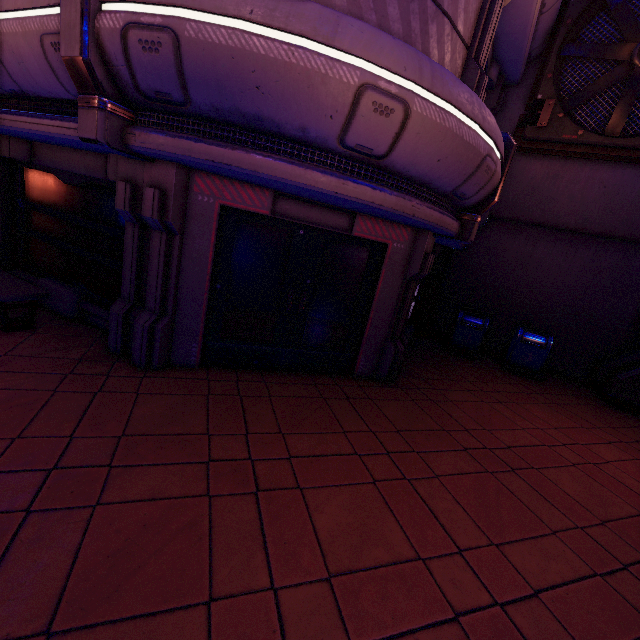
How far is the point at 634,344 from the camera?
9.2 meters

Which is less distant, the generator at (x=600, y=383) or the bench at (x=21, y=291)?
the bench at (x=21, y=291)

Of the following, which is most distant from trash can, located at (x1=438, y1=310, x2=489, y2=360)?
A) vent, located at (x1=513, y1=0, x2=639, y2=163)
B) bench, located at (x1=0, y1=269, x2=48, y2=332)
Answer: bench, located at (x1=0, y1=269, x2=48, y2=332)

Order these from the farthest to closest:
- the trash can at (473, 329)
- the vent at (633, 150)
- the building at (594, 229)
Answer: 1. the trash can at (473, 329)
2. the building at (594, 229)
3. the vent at (633, 150)

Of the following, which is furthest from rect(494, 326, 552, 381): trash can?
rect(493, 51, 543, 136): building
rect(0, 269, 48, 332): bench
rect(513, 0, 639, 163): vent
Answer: rect(0, 269, 48, 332): bench

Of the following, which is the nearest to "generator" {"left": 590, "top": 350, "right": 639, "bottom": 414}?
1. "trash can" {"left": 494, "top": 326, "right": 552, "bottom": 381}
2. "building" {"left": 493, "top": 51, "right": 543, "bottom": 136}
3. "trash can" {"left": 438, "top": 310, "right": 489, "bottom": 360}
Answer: "building" {"left": 493, "top": 51, "right": 543, "bottom": 136}

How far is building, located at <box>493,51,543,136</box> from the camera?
8.9 meters

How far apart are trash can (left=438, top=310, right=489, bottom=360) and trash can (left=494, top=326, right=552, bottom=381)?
0.50m
